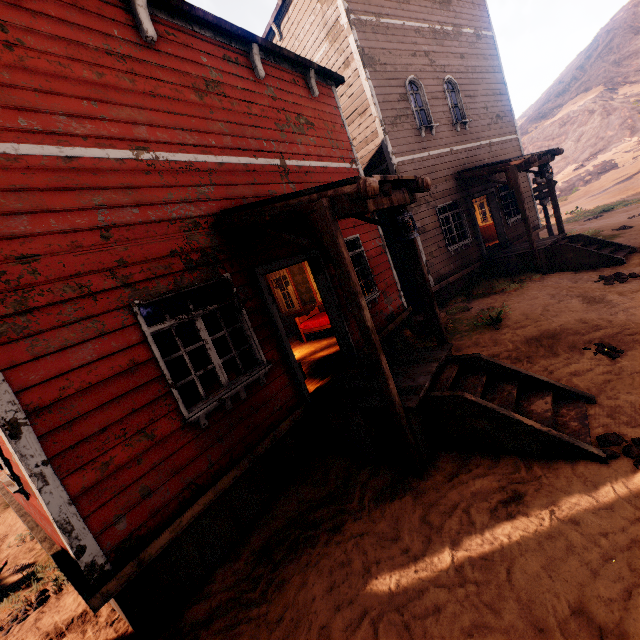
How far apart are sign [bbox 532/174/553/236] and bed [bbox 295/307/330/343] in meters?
10.7 m

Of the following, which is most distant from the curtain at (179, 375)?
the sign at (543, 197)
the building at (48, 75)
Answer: the sign at (543, 197)

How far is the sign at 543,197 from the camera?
14.20m

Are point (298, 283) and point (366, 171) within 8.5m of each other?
yes

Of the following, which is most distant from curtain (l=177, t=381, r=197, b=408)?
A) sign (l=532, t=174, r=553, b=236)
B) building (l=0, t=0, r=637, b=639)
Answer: sign (l=532, t=174, r=553, b=236)

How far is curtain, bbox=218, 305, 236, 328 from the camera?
4.60m

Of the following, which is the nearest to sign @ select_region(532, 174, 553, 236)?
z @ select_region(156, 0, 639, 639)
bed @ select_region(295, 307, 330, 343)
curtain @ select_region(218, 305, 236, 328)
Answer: z @ select_region(156, 0, 639, 639)

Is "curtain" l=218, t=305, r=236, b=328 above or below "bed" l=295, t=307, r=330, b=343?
above
